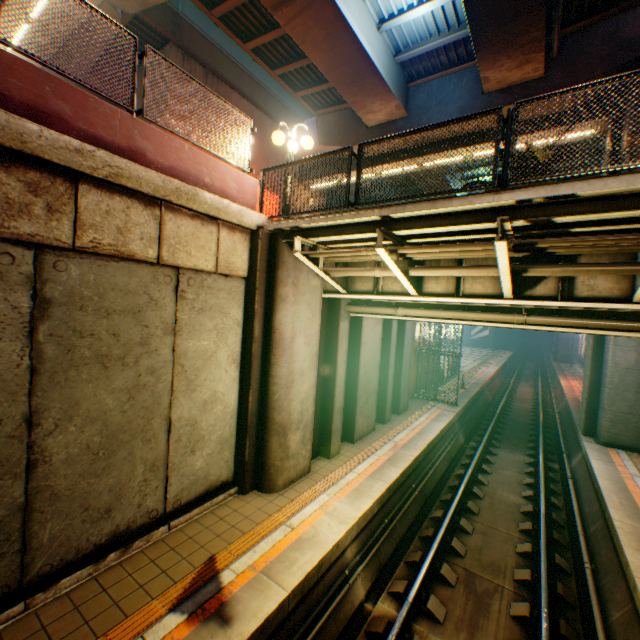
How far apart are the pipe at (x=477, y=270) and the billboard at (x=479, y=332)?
49.7m

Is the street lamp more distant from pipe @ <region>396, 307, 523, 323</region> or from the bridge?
pipe @ <region>396, 307, 523, 323</region>

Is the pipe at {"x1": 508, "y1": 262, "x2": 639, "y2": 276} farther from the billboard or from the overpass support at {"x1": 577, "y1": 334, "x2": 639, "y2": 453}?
the billboard

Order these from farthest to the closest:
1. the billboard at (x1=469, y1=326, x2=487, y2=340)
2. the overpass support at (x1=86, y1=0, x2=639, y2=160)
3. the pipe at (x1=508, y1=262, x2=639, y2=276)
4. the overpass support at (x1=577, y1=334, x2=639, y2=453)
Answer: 1. the billboard at (x1=469, y1=326, x2=487, y2=340)
2. the overpass support at (x1=577, y1=334, x2=639, y2=453)
3. the overpass support at (x1=86, y1=0, x2=639, y2=160)
4. the pipe at (x1=508, y1=262, x2=639, y2=276)

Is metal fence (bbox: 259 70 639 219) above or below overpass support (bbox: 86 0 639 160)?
below

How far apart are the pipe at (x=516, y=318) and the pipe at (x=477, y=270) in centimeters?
155cm

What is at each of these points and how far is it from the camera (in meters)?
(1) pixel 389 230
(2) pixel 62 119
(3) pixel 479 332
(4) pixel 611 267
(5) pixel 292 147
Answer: (1) bridge, 5.83
(2) concrete block, 4.43
(3) billboard, 50.91
(4) pipe, 4.85
(5) street lamp, 7.64

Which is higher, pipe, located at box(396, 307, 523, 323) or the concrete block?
the concrete block
